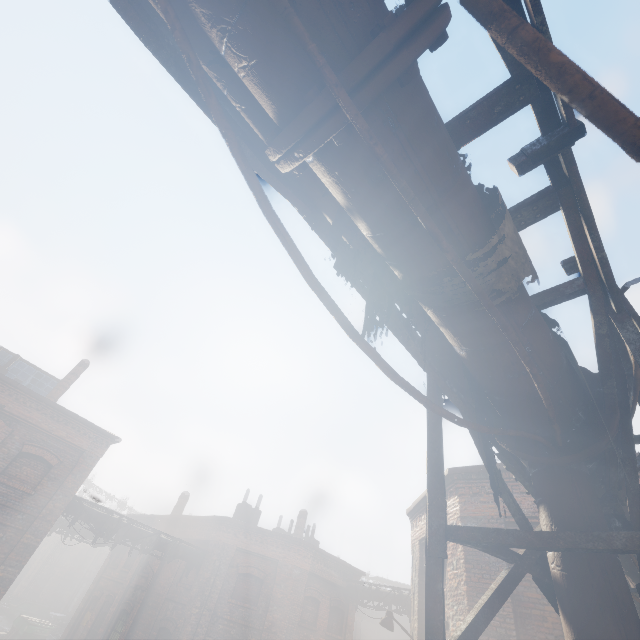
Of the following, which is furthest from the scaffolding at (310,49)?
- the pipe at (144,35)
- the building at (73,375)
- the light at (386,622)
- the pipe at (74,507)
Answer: the building at (73,375)

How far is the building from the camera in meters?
16.0 m

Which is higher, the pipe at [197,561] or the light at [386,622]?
the pipe at [197,561]

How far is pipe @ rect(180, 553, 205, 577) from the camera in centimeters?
1599cm

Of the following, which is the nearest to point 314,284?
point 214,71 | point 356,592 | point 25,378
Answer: point 214,71

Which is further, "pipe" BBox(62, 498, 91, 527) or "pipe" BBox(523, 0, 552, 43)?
"pipe" BBox(62, 498, 91, 527)

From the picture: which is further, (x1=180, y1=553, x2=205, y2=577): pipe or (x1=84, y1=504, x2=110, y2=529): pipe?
(x1=180, y1=553, x2=205, y2=577): pipe

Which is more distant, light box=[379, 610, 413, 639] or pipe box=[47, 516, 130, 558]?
pipe box=[47, 516, 130, 558]
